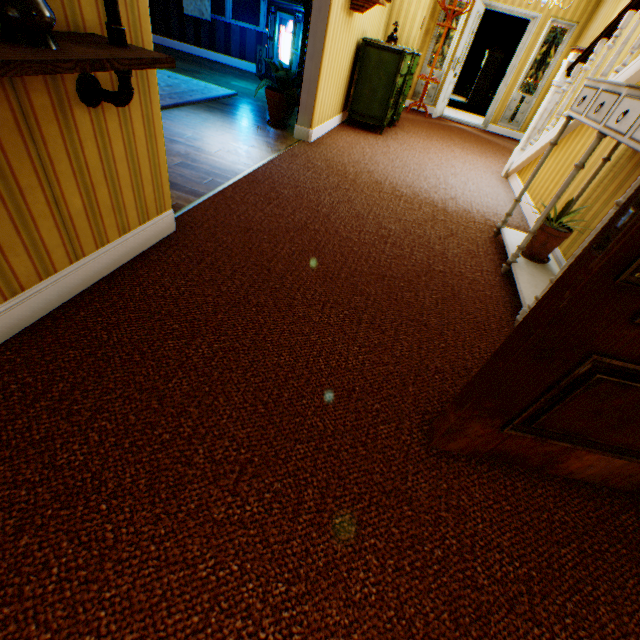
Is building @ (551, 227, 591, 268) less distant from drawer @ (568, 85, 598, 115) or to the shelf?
the shelf

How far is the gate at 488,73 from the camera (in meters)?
16.45

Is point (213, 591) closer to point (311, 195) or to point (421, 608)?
point (421, 608)

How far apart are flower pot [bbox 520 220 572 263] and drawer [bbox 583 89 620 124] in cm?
73

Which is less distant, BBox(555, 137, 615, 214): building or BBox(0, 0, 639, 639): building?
BBox(0, 0, 639, 639): building

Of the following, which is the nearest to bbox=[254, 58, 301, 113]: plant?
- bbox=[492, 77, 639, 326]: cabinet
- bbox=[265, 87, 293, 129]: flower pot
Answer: bbox=[265, 87, 293, 129]: flower pot

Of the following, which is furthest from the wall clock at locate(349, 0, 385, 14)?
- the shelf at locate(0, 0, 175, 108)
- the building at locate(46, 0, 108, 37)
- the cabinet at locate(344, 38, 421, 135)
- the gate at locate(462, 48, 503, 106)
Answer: the gate at locate(462, 48, 503, 106)

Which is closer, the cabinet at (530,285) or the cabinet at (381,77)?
the cabinet at (530,285)
